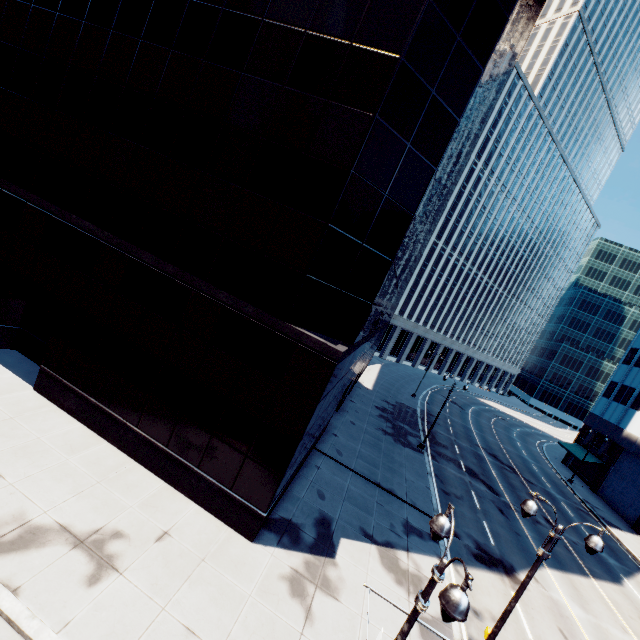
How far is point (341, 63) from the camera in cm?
1139

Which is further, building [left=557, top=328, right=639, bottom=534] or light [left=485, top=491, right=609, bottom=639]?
building [left=557, top=328, right=639, bottom=534]

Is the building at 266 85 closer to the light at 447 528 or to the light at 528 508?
the light at 447 528

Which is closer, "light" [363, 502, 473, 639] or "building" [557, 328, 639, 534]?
"light" [363, 502, 473, 639]

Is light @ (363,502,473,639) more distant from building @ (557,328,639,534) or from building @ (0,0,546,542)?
building @ (557,328,639,534)

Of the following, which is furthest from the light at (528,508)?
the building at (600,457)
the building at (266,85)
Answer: the building at (600,457)

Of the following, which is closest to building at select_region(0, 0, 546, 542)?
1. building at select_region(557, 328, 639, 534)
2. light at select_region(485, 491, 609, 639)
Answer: light at select_region(485, 491, 609, 639)

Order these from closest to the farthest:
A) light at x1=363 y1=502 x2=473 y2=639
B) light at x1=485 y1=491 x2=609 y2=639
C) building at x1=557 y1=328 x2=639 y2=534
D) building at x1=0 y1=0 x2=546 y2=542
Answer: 1. light at x1=363 y1=502 x2=473 y2=639
2. light at x1=485 y1=491 x2=609 y2=639
3. building at x1=0 y1=0 x2=546 y2=542
4. building at x1=557 y1=328 x2=639 y2=534
